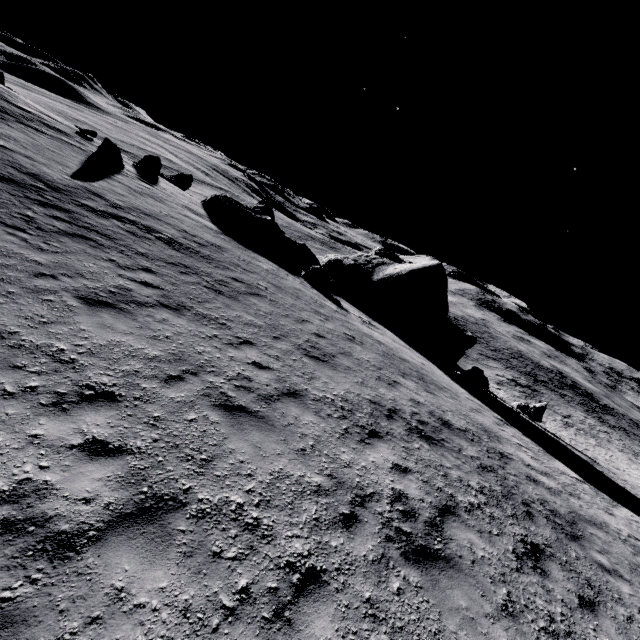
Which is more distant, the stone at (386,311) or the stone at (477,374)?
the stone at (386,311)

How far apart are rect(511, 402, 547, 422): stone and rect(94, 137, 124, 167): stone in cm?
3033

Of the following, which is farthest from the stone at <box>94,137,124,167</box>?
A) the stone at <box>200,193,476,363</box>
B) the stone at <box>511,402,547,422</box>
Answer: the stone at <box>511,402,547,422</box>

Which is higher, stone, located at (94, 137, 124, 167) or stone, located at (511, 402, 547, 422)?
stone, located at (94, 137, 124, 167)

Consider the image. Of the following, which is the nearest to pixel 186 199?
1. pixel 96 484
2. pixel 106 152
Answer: pixel 106 152

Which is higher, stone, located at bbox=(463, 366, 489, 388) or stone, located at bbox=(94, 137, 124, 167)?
stone, located at bbox=(94, 137, 124, 167)

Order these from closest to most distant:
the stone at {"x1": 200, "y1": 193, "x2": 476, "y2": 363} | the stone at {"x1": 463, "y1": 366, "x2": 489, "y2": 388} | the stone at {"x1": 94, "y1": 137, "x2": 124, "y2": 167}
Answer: the stone at {"x1": 94, "y1": 137, "x2": 124, "y2": 167} < the stone at {"x1": 463, "y1": 366, "x2": 489, "y2": 388} < the stone at {"x1": 200, "y1": 193, "x2": 476, "y2": 363}

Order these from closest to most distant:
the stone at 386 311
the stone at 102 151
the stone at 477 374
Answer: the stone at 102 151 < the stone at 477 374 < the stone at 386 311
